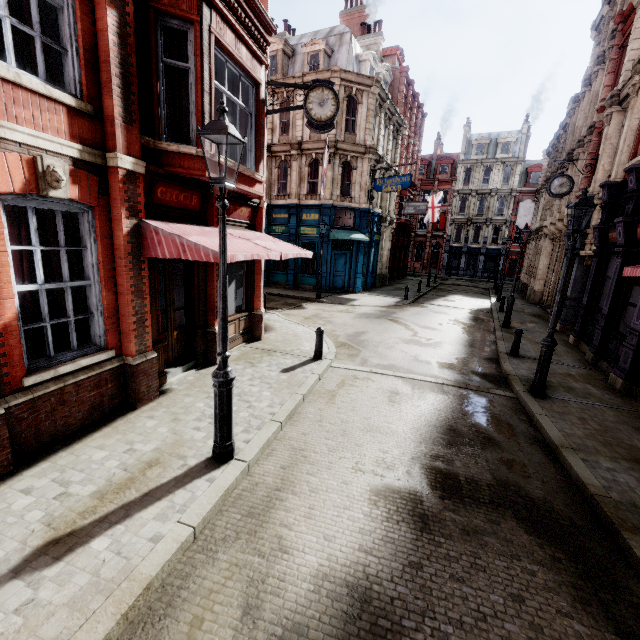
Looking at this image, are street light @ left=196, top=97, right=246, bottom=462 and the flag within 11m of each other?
no

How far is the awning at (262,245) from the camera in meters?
6.3

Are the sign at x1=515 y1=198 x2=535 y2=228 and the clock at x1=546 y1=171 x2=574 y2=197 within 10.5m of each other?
no

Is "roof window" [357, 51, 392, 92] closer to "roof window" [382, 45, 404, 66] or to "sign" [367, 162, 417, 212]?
"sign" [367, 162, 417, 212]

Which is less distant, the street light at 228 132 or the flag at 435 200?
the street light at 228 132

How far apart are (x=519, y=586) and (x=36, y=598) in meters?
4.7 m

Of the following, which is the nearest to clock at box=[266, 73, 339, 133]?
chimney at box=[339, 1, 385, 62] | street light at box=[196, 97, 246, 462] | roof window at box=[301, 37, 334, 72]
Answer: street light at box=[196, 97, 246, 462]

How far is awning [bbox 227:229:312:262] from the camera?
6.3 meters
